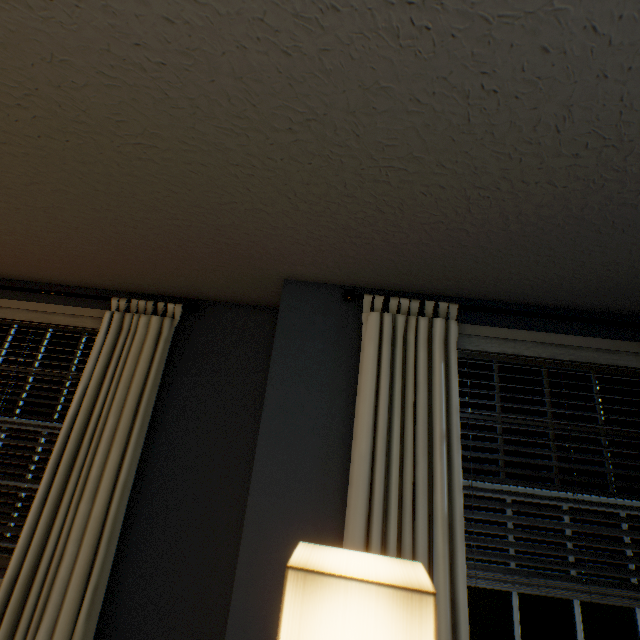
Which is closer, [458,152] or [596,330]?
[458,152]

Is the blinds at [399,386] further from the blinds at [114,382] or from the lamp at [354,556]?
the blinds at [114,382]

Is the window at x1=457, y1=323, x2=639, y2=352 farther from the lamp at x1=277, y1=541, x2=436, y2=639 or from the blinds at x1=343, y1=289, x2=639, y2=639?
the lamp at x1=277, y1=541, x2=436, y2=639

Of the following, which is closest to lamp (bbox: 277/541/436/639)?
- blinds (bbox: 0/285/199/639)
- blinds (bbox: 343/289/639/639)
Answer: blinds (bbox: 343/289/639/639)

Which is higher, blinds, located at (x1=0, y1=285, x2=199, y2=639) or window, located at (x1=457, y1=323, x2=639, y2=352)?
window, located at (x1=457, y1=323, x2=639, y2=352)

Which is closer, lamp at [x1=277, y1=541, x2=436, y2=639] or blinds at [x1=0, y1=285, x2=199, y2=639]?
lamp at [x1=277, y1=541, x2=436, y2=639]

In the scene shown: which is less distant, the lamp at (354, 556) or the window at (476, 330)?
the lamp at (354, 556)

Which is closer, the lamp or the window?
the lamp
